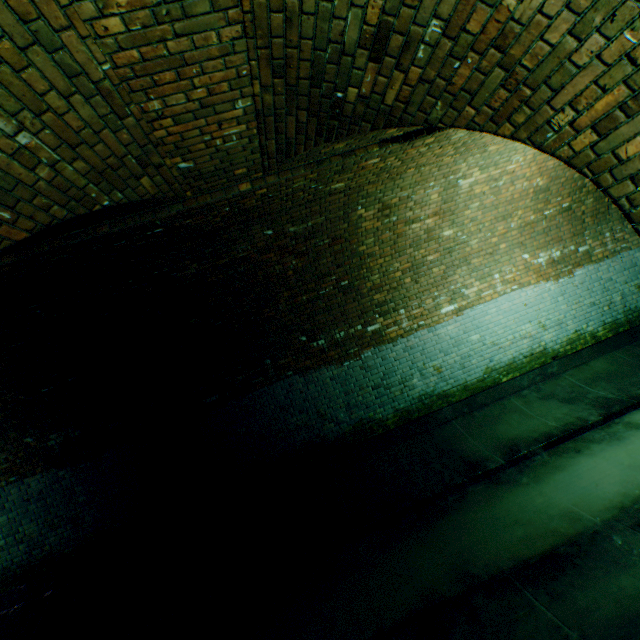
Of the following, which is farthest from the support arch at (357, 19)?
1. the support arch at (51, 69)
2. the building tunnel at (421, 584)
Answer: the support arch at (51, 69)

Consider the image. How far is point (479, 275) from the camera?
6.6m

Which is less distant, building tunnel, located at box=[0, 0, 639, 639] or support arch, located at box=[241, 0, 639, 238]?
support arch, located at box=[241, 0, 639, 238]

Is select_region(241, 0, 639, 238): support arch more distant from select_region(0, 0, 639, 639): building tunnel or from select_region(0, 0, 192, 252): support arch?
select_region(0, 0, 192, 252): support arch

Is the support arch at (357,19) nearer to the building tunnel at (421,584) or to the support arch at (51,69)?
the building tunnel at (421,584)

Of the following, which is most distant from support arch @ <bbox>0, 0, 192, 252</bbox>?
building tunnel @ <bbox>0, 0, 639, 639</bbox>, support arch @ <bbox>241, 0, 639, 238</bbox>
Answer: support arch @ <bbox>241, 0, 639, 238</bbox>
